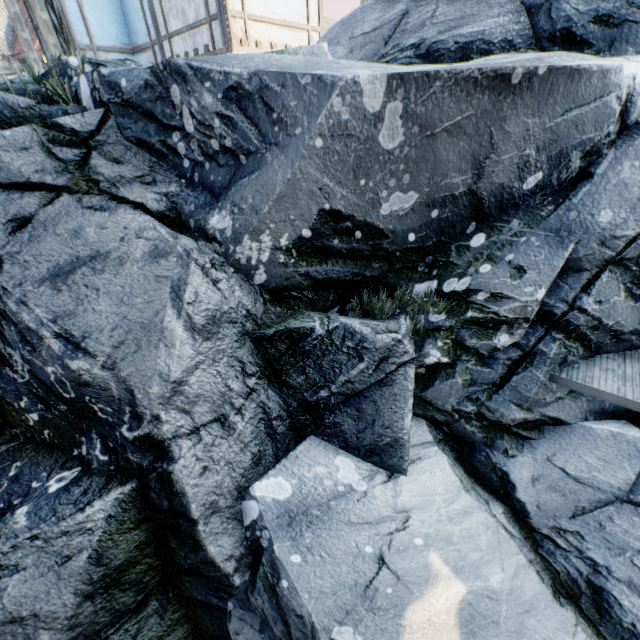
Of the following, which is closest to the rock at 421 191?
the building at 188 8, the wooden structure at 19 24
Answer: the building at 188 8

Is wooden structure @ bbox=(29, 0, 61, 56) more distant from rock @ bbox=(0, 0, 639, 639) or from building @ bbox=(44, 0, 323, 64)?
rock @ bbox=(0, 0, 639, 639)

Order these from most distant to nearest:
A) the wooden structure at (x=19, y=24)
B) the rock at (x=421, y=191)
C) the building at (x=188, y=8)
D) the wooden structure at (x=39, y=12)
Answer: the wooden structure at (x=19, y=24) → the wooden structure at (x=39, y=12) → the building at (x=188, y=8) → the rock at (x=421, y=191)

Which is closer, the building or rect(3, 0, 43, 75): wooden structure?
the building

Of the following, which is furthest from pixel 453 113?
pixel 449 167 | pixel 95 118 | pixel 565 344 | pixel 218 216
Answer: pixel 95 118

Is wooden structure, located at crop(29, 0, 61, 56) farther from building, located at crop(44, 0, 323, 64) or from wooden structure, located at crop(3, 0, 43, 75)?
wooden structure, located at crop(3, 0, 43, 75)

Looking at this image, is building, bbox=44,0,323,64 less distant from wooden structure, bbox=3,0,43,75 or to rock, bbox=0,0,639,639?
wooden structure, bbox=3,0,43,75

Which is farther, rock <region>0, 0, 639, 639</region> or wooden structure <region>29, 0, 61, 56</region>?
wooden structure <region>29, 0, 61, 56</region>
